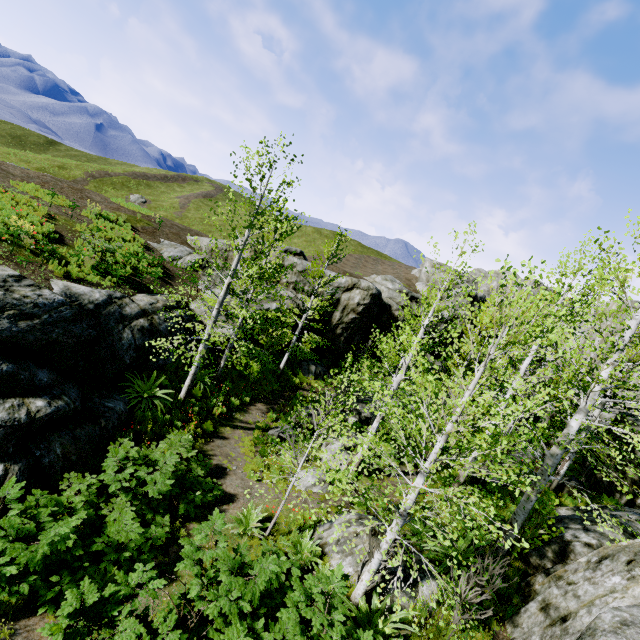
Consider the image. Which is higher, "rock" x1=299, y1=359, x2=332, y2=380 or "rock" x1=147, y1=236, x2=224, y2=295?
"rock" x1=147, y1=236, x2=224, y2=295

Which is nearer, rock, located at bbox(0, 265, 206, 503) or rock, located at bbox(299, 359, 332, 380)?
rock, located at bbox(0, 265, 206, 503)

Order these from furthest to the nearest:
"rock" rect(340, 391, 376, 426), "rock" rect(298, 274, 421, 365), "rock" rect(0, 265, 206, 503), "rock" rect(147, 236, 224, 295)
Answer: "rock" rect(298, 274, 421, 365) < "rock" rect(147, 236, 224, 295) < "rock" rect(340, 391, 376, 426) < "rock" rect(0, 265, 206, 503)

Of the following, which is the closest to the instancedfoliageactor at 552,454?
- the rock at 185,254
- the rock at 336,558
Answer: the rock at 185,254

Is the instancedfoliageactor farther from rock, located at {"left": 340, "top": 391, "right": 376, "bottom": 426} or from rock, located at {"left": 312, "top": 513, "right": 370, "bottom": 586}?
rock, located at {"left": 312, "top": 513, "right": 370, "bottom": 586}

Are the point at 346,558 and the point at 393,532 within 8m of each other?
yes

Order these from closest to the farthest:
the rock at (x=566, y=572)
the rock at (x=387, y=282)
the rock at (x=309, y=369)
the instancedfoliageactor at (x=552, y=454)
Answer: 1. the rock at (x=566, y=572)
2. the instancedfoliageactor at (x=552, y=454)
3. the rock at (x=309, y=369)
4. the rock at (x=387, y=282)

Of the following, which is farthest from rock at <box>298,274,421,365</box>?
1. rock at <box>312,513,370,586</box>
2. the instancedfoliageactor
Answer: rock at <box>312,513,370,586</box>
